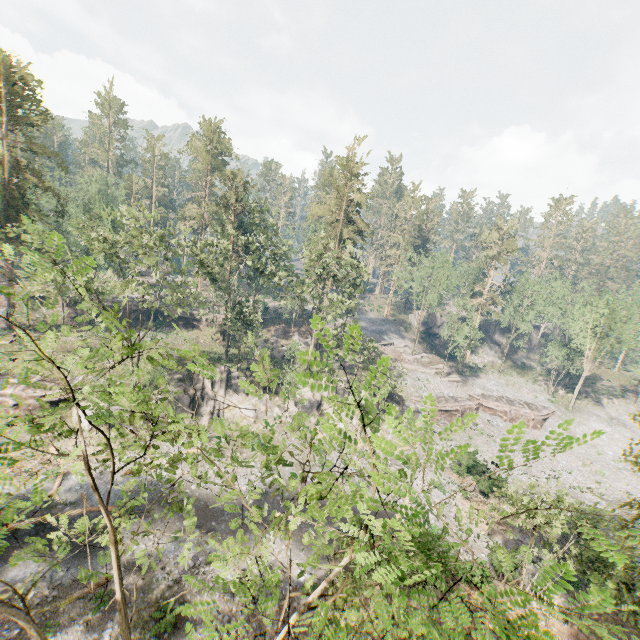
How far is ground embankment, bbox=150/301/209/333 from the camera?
52.09m

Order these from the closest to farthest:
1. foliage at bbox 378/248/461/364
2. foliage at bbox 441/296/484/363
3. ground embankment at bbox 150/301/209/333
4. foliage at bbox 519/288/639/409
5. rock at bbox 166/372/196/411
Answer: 1. rock at bbox 166/372/196/411
2. foliage at bbox 519/288/639/409
3. foliage at bbox 441/296/484/363
4. foliage at bbox 378/248/461/364
5. ground embankment at bbox 150/301/209/333

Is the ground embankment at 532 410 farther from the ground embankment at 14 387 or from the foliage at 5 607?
the ground embankment at 14 387

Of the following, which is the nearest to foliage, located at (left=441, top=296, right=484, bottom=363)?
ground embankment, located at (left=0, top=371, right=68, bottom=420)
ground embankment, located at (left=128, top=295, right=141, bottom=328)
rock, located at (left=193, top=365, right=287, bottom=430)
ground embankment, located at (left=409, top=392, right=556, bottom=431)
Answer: ground embankment, located at (left=0, top=371, right=68, bottom=420)

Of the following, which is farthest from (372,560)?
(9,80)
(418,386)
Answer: (9,80)

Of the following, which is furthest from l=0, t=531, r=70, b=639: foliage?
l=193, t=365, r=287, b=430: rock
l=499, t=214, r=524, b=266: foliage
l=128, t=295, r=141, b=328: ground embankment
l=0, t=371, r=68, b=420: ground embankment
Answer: l=499, t=214, r=524, b=266: foliage

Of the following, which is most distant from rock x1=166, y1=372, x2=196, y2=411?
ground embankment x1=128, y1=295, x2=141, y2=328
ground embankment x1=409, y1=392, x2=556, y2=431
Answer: ground embankment x1=128, y1=295, x2=141, y2=328

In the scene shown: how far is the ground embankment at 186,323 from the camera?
52.1m
